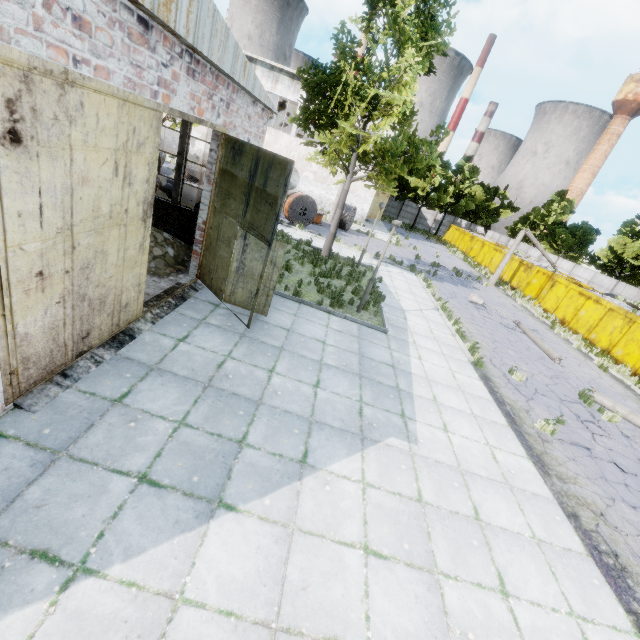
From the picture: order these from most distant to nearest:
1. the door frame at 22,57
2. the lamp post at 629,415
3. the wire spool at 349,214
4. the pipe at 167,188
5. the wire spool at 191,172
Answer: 1. the wire spool at 349,214
2. the wire spool at 191,172
3. the pipe at 167,188
4. the lamp post at 629,415
5. the door frame at 22,57

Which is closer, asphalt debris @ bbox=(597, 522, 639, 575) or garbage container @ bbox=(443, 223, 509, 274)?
asphalt debris @ bbox=(597, 522, 639, 575)

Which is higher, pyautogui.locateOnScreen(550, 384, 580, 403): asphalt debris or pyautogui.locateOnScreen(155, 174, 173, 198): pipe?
pyautogui.locateOnScreen(155, 174, 173, 198): pipe

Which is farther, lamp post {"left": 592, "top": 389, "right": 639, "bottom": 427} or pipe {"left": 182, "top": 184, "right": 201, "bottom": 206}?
pipe {"left": 182, "top": 184, "right": 201, "bottom": 206}

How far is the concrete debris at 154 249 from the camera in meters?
9.0 m

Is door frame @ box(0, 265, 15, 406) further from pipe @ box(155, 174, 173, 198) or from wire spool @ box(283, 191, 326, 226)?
wire spool @ box(283, 191, 326, 226)

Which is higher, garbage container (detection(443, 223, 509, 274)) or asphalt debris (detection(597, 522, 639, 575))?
garbage container (detection(443, 223, 509, 274))

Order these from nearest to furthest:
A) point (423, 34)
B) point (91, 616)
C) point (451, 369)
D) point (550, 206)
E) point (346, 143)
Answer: point (91, 616) < point (451, 369) < point (423, 34) < point (346, 143) < point (550, 206)
